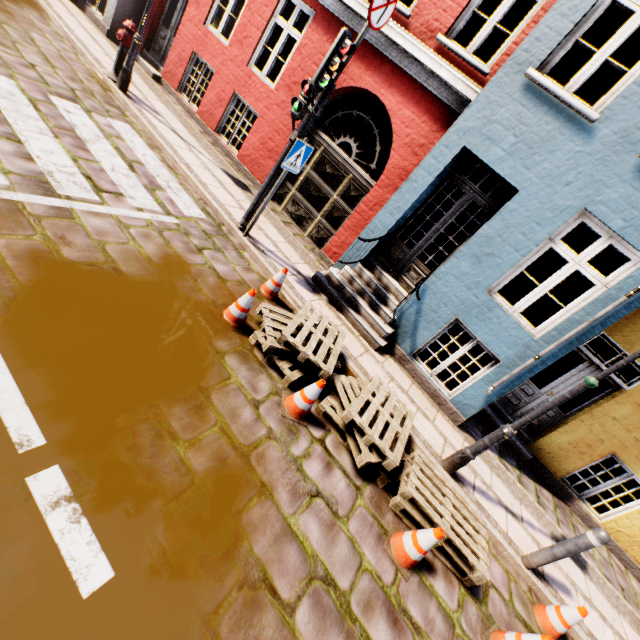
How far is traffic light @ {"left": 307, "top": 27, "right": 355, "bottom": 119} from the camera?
4.3m

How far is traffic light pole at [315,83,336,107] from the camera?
4.84m

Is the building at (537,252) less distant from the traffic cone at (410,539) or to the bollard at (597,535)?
the bollard at (597,535)

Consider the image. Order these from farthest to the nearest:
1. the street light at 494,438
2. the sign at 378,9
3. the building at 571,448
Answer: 1. the building at 571,448
2. the sign at 378,9
3. the street light at 494,438

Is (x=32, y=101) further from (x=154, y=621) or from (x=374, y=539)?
(x=374, y=539)

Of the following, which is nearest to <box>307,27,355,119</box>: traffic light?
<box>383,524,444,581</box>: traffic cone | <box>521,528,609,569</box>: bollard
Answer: <box>383,524,444,581</box>: traffic cone

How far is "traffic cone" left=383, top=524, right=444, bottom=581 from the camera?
3.1 meters

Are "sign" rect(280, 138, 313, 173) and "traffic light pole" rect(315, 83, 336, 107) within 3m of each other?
yes
